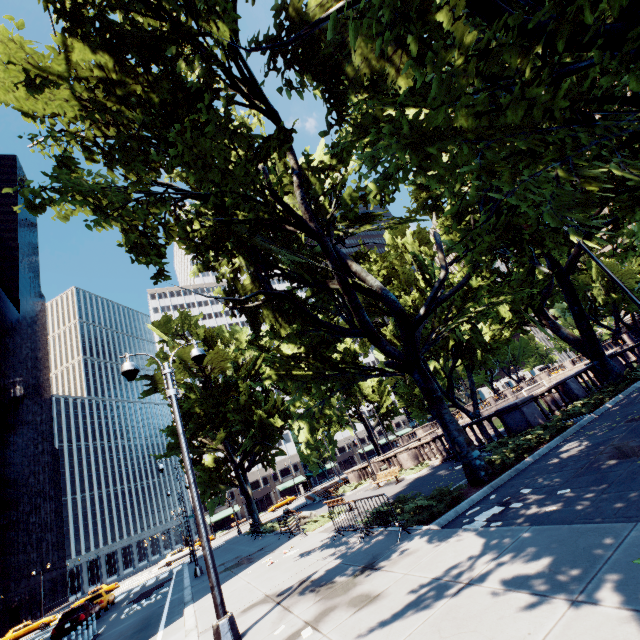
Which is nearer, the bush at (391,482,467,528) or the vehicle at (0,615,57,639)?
the bush at (391,482,467,528)

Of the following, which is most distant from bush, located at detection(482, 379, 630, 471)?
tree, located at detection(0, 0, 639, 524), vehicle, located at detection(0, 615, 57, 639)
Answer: vehicle, located at detection(0, 615, 57, 639)

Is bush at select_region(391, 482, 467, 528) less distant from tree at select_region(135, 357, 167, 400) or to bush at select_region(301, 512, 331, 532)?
tree at select_region(135, 357, 167, 400)

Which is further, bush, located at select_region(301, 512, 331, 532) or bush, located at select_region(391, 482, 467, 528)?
bush, located at select_region(301, 512, 331, 532)

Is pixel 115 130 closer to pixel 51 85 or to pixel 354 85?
pixel 51 85

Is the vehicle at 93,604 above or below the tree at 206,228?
below

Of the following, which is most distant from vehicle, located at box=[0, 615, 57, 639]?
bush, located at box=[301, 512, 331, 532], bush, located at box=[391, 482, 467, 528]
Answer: bush, located at box=[391, 482, 467, 528]

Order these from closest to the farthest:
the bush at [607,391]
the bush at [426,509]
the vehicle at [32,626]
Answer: the bush at [426,509] → the bush at [607,391] → the vehicle at [32,626]
